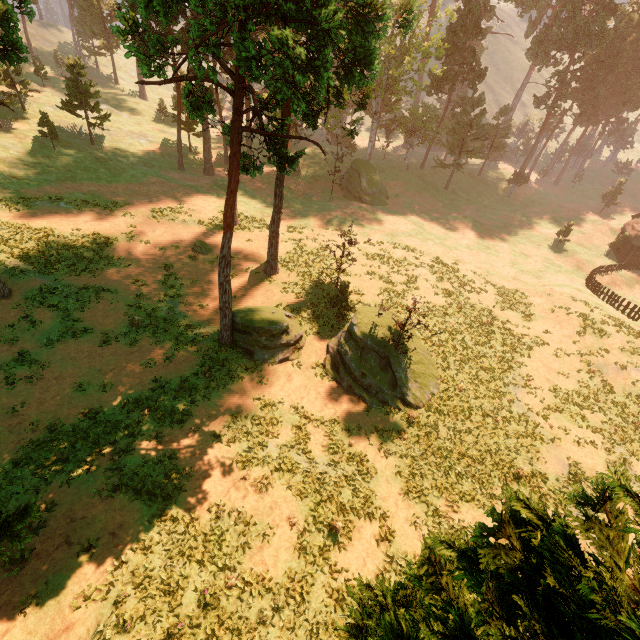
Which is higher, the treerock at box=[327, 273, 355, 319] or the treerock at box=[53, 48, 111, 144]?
the treerock at box=[53, 48, 111, 144]

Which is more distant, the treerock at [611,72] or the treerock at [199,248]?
the treerock at [611,72]

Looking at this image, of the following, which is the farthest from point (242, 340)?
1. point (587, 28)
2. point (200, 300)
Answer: point (587, 28)

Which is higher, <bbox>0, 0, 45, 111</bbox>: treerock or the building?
<bbox>0, 0, 45, 111</bbox>: treerock

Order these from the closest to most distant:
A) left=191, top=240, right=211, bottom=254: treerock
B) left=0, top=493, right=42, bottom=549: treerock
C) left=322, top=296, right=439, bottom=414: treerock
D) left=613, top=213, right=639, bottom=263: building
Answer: left=0, top=493, right=42, bottom=549: treerock → left=322, top=296, right=439, bottom=414: treerock → left=191, top=240, right=211, bottom=254: treerock → left=613, top=213, right=639, bottom=263: building

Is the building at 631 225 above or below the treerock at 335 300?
below

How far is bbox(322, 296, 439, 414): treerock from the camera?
19.78m
